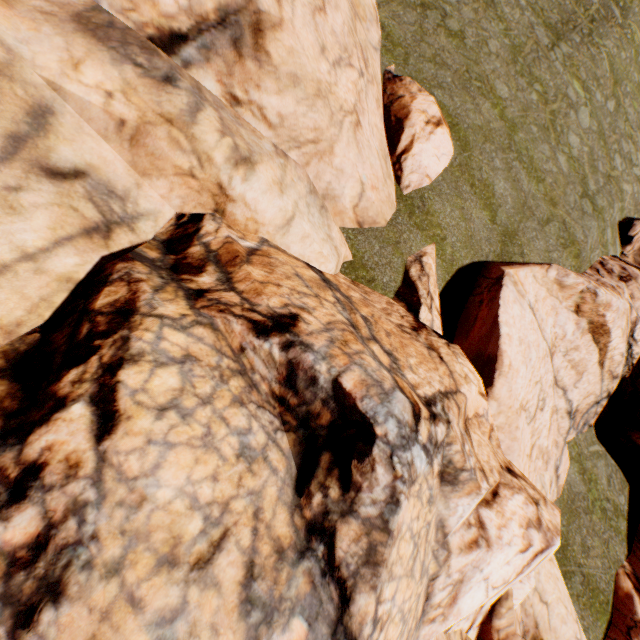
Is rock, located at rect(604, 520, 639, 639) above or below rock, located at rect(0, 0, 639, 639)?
below

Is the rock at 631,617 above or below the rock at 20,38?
below

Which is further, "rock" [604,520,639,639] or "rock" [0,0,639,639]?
"rock" [604,520,639,639]

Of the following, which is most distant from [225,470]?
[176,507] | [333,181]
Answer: [333,181]

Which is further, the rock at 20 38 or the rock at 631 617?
the rock at 631 617
